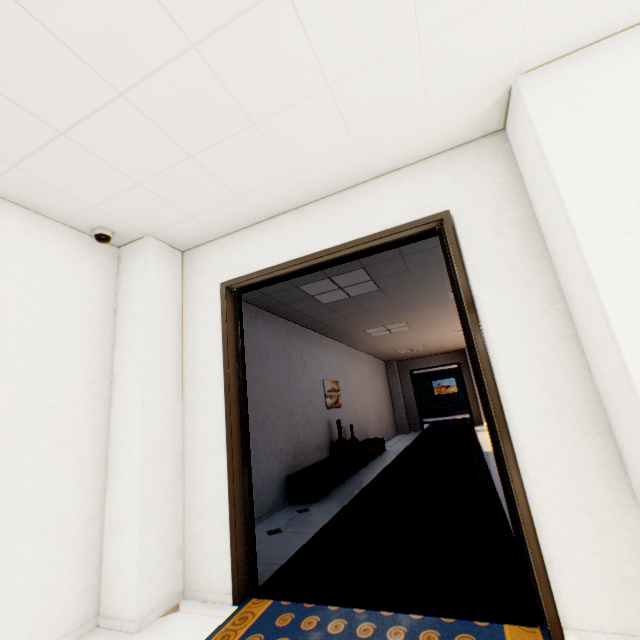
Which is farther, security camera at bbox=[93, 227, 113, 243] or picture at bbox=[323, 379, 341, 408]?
picture at bbox=[323, 379, 341, 408]

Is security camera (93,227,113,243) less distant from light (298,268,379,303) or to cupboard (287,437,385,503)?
light (298,268,379,303)

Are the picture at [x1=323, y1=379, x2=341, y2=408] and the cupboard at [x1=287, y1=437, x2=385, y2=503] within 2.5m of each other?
yes

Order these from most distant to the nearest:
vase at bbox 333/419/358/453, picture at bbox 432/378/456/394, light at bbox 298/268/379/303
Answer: picture at bbox 432/378/456/394
vase at bbox 333/419/358/453
light at bbox 298/268/379/303

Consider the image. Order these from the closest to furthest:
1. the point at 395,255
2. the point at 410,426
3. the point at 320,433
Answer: the point at 395,255
the point at 320,433
the point at 410,426

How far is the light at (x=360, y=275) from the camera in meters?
4.4

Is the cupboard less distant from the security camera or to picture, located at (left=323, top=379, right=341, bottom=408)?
picture, located at (left=323, top=379, right=341, bottom=408)

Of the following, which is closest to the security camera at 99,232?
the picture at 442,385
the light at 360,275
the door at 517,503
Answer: the door at 517,503
